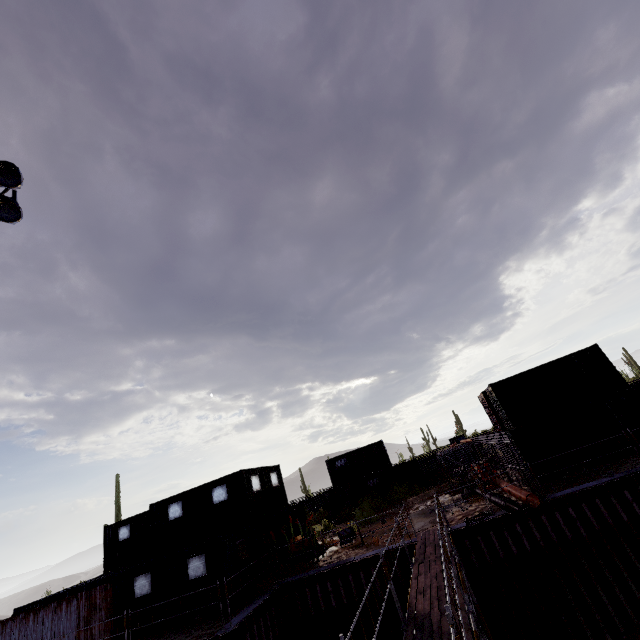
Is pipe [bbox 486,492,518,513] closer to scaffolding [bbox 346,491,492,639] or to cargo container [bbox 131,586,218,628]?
scaffolding [bbox 346,491,492,639]

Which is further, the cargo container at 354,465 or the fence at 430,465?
the fence at 430,465

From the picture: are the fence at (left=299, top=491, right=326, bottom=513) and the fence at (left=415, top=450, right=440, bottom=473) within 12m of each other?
yes

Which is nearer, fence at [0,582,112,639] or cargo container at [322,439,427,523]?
fence at [0,582,112,639]

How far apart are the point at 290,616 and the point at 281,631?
0.75m

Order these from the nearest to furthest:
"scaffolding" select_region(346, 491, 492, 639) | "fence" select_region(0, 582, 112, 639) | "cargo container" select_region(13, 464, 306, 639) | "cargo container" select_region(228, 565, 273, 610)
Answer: "scaffolding" select_region(346, 491, 492, 639) → "cargo container" select_region(228, 565, 273, 610) → "cargo container" select_region(13, 464, 306, 639) → "fence" select_region(0, 582, 112, 639)

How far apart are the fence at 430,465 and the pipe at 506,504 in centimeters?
2027cm

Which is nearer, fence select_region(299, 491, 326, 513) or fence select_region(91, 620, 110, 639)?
fence select_region(91, 620, 110, 639)
